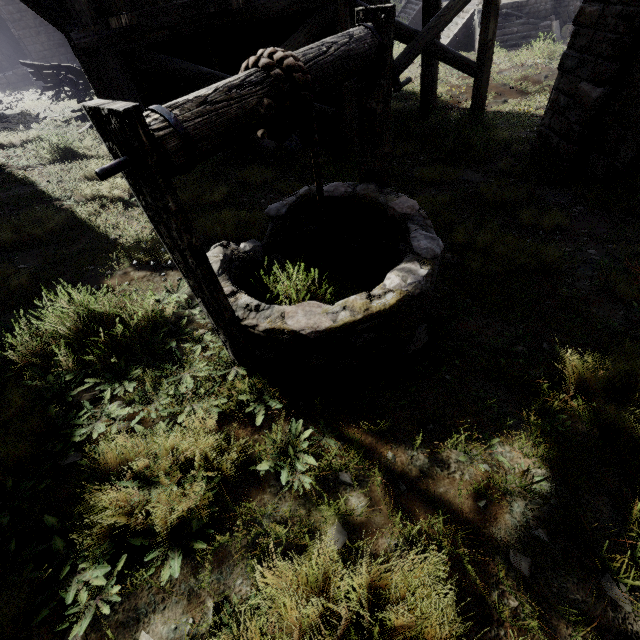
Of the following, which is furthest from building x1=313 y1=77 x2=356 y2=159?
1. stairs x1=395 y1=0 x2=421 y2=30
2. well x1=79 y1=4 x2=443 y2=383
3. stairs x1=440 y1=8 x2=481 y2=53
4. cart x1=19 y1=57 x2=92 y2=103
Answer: stairs x1=440 y1=8 x2=481 y2=53

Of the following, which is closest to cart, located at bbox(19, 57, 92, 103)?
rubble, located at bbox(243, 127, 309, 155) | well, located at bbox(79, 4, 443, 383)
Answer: rubble, located at bbox(243, 127, 309, 155)

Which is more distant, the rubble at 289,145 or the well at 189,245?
the rubble at 289,145

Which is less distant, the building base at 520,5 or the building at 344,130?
the building at 344,130

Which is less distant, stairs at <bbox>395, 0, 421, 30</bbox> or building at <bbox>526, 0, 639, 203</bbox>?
building at <bbox>526, 0, 639, 203</bbox>

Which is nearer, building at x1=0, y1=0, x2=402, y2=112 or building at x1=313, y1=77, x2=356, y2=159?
building at x1=0, y1=0, x2=402, y2=112

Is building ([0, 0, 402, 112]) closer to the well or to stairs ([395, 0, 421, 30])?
stairs ([395, 0, 421, 30])

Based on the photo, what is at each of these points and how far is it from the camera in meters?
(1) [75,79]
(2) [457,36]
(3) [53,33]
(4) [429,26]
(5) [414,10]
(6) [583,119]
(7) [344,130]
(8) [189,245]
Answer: (1) cart, 13.7 m
(2) stairs, 16.8 m
(3) building, 23.3 m
(4) building, 7.7 m
(5) stairs, 22.7 m
(6) building, 6.0 m
(7) building, 8.1 m
(8) well, 1.6 m
